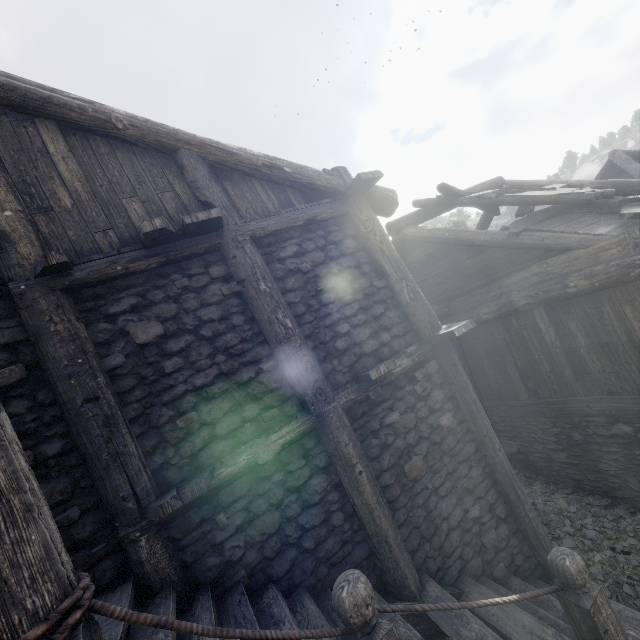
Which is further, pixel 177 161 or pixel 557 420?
pixel 557 420

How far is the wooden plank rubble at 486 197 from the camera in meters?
6.6 m

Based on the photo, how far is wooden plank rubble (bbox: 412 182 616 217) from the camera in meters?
6.6

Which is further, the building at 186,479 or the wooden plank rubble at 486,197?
the wooden plank rubble at 486,197

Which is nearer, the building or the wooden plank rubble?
the building
